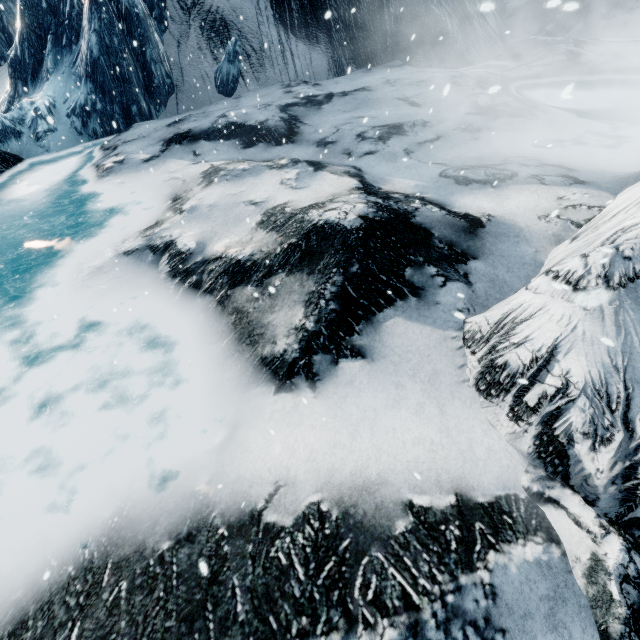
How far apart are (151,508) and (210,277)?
3.4 meters
